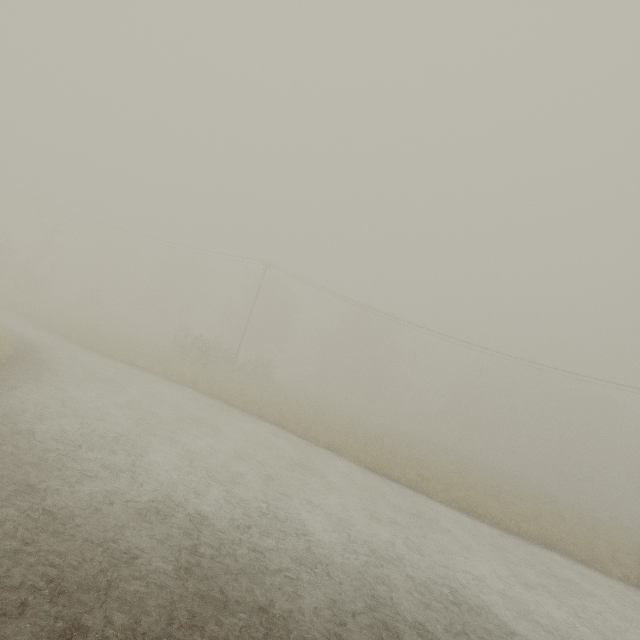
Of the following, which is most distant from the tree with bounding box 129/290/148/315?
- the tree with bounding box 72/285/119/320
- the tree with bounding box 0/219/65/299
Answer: the tree with bounding box 0/219/65/299

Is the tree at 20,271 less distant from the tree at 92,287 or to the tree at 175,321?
the tree at 92,287

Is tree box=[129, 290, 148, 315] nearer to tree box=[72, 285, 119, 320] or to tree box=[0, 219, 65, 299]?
tree box=[72, 285, 119, 320]

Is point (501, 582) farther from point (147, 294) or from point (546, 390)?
point (147, 294)

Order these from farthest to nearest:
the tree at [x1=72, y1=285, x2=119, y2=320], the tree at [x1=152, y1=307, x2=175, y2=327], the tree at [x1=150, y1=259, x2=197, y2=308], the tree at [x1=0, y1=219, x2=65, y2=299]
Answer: the tree at [x1=152, y1=307, x2=175, y2=327], the tree at [x1=150, y1=259, x2=197, y2=308], the tree at [x1=72, y1=285, x2=119, y2=320], the tree at [x1=0, y1=219, x2=65, y2=299]

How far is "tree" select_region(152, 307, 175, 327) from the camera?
57.6m
